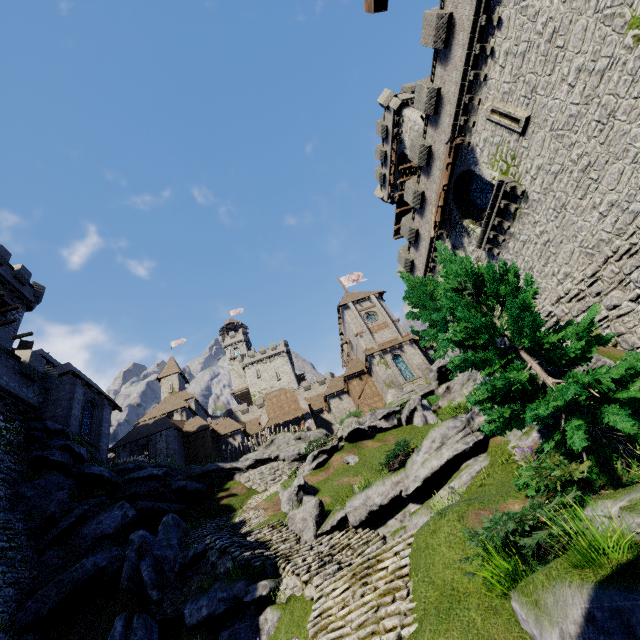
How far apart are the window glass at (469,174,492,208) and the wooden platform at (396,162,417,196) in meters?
13.1

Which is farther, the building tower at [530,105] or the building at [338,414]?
the building at [338,414]

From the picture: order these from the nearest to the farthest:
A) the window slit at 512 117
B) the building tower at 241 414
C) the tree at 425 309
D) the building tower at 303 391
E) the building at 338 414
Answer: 1. the tree at 425 309
2. the window slit at 512 117
3. the building at 338 414
4. the building tower at 241 414
5. the building tower at 303 391

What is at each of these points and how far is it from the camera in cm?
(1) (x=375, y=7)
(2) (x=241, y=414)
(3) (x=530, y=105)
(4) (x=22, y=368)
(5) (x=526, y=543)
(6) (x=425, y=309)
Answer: (1) wooden beam, 477
(2) building tower, 5816
(3) building tower, 1370
(4) building tower, 2134
(5) bush, 539
(6) tree, 1962

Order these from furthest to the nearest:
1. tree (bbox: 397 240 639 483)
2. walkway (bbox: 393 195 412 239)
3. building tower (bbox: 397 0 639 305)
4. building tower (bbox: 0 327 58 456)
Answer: walkway (bbox: 393 195 412 239), building tower (bbox: 0 327 58 456), building tower (bbox: 397 0 639 305), tree (bbox: 397 240 639 483)

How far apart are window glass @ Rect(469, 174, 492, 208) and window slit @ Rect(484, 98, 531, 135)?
2.8m

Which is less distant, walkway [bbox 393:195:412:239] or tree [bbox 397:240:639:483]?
tree [bbox 397:240:639:483]

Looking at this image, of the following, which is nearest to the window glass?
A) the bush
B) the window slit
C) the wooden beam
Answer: the window slit
